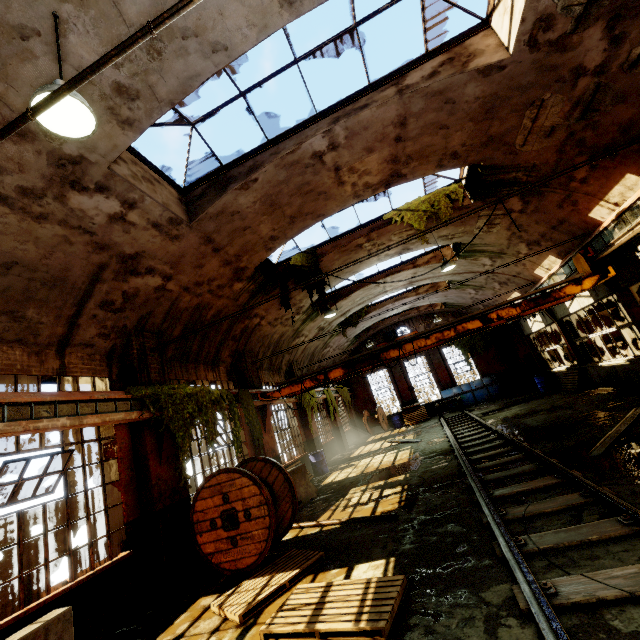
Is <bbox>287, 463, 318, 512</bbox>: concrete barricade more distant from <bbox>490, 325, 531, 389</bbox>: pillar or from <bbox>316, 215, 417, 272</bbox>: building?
<bbox>490, 325, 531, 389</bbox>: pillar

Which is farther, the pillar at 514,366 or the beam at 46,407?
the pillar at 514,366

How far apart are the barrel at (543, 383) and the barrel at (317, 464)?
12.4 meters

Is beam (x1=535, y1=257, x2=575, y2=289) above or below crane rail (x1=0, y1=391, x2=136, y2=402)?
above

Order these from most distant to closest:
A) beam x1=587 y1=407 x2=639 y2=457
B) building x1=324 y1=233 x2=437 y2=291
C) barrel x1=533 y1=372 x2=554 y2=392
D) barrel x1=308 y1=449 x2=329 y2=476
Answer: barrel x1=533 y1=372 x2=554 y2=392 → barrel x1=308 y1=449 x2=329 y2=476 → building x1=324 y1=233 x2=437 y2=291 → beam x1=587 y1=407 x2=639 y2=457

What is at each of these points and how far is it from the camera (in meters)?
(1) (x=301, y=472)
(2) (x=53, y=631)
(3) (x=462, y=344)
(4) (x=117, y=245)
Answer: (1) concrete barricade, 10.34
(2) concrete barricade, 3.60
(3) vine, 24.33
(4) building, 6.52

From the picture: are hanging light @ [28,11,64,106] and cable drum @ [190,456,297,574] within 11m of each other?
yes

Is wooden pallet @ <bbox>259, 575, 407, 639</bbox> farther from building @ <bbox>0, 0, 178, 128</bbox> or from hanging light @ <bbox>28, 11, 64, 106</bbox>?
hanging light @ <bbox>28, 11, 64, 106</bbox>
